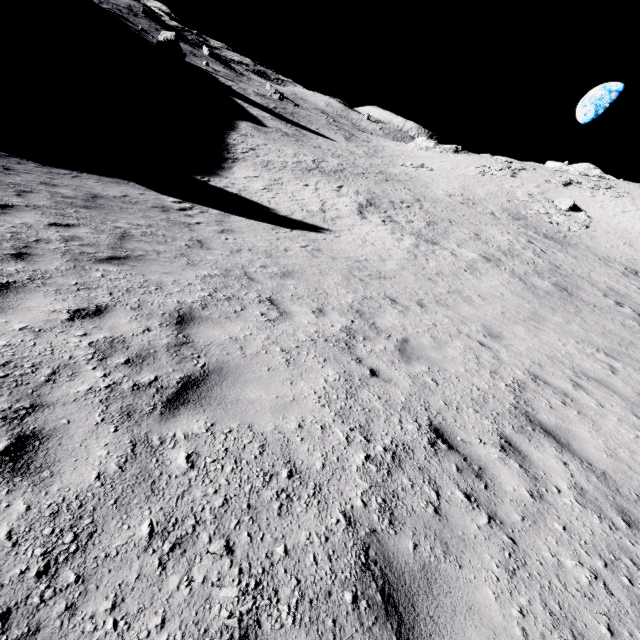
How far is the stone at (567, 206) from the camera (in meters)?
35.84

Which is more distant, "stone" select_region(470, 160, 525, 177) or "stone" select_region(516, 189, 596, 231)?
"stone" select_region(470, 160, 525, 177)

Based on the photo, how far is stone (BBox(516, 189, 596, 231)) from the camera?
35.84m

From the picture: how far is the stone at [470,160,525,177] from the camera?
47.2 meters

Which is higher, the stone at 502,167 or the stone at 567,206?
the stone at 502,167

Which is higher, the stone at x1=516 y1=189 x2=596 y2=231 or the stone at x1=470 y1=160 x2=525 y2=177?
the stone at x1=470 y1=160 x2=525 y2=177

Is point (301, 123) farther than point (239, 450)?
Yes
